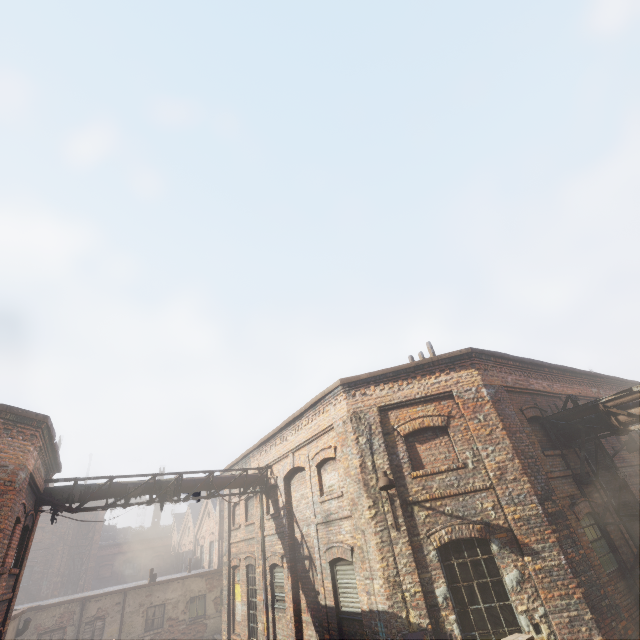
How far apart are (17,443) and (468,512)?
11.0m

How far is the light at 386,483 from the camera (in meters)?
7.82

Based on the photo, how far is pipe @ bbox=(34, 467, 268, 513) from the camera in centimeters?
1055cm

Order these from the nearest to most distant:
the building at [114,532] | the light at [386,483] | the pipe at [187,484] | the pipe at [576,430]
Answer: the light at [386,483] → the pipe at [576,430] → the pipe at [187,484] → the building at [114,532]

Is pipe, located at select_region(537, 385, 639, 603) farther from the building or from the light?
the building

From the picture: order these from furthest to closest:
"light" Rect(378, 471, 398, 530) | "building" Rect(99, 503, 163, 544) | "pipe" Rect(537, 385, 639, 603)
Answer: "building" Rect(99, 503, 163, 544)
"pipe" Rect(537, 385, 639, 603)
"light" Rect(378, 471, 398, 530)

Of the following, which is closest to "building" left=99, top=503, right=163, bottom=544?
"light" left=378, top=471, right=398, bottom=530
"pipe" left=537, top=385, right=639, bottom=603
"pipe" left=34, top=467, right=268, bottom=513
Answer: "pipe" left=34, top=467, right=268, bottom=513
